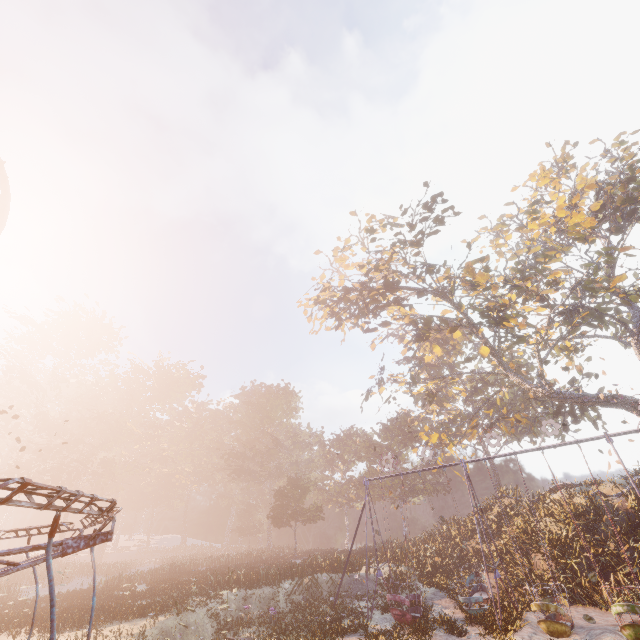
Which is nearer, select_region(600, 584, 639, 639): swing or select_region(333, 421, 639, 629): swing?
select_region(600, 584, 639, 639): swing

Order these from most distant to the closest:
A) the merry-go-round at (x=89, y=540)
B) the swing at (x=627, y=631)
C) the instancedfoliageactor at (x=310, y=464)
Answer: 1. the instancedfoliageactor at (x=310, y=464)
2. the swing at (x=627, y=631)
3. the merry-go-round at (x=89, y=540)

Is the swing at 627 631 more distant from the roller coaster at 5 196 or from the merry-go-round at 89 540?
the roller coaster at 5 196

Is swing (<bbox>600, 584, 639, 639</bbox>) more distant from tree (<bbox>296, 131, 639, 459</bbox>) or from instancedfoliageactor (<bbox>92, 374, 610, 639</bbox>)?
instancedfoliageactor (<bbox>92, 374, 610, 639</bbox>)

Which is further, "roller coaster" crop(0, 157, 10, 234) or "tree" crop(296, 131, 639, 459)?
"tree" crop(296, 131, 639, 459)

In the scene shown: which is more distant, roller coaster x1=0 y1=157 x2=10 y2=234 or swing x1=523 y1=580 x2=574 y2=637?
roller coaster x1=0 y1=157 x2=10 y2=234

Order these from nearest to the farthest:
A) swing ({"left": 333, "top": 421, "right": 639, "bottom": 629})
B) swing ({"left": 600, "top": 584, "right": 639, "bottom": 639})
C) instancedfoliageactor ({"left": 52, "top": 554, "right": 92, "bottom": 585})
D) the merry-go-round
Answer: the merry-go-round, swing ({"left": 600, "top": 584, "right": 639, "bottom": 639}), swing ({"left": 333, "top": 421, "right": 639, "bottom": 629}), instancedfoliageactor ({"left": 52, "top": 554, "right": 92, "bottom": 585})

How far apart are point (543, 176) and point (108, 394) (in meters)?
74.52
